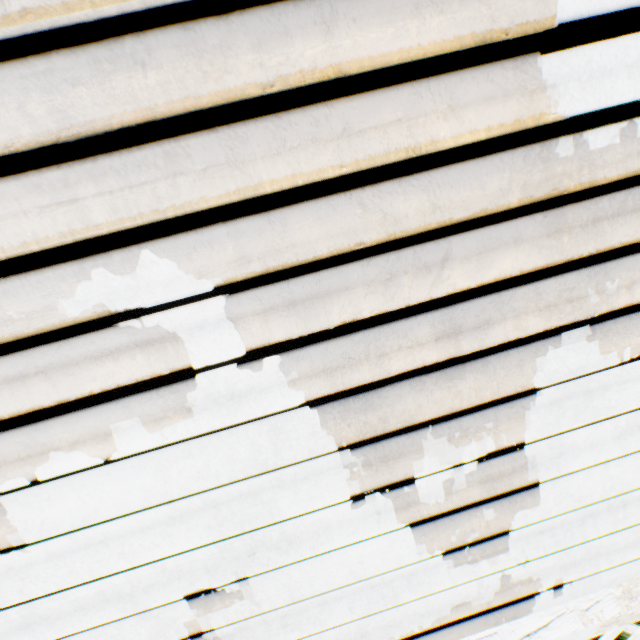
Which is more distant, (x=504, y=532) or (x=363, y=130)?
(x=504, y=532)
